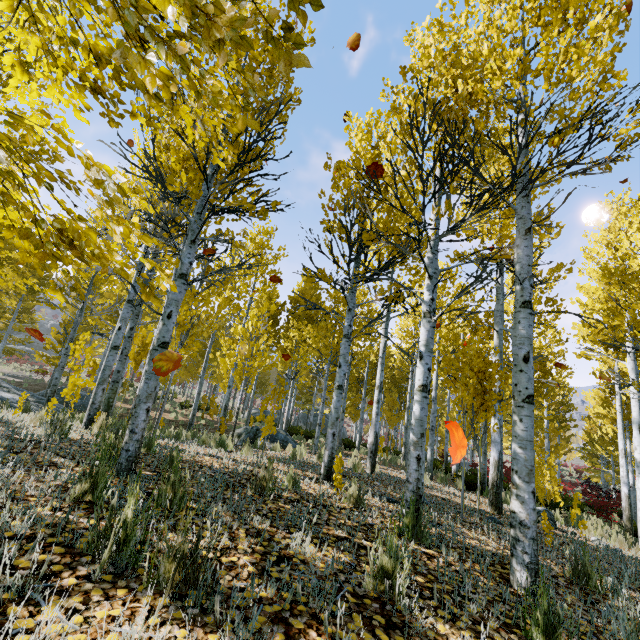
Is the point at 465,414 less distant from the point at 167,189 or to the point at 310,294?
the point at 167,189

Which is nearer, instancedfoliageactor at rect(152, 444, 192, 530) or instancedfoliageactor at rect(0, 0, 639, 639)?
instancedfoliageactor at rect(0, 0, 639, 639)

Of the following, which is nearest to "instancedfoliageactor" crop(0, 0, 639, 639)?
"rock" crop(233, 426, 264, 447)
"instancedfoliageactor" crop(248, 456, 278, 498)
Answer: "rock" crop(233, 426, 264, 447)

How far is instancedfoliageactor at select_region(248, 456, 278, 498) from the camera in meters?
3.6

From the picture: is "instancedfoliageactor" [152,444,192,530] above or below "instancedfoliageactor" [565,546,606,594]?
above

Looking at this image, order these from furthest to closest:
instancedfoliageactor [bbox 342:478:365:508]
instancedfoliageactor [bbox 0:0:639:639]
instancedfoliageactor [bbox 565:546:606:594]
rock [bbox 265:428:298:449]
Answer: rock [bbox 265:428:298:449] < instancedfoliageactor [bbox 342:478:365:508] < instancedfoliageactor [bbox 565:546:606:594] < instancedfoliageactor [bbox 0:0:639:639]

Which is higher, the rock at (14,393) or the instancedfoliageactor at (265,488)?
the instancedfoliageactor at (265,488)

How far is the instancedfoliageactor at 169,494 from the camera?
2.4m
